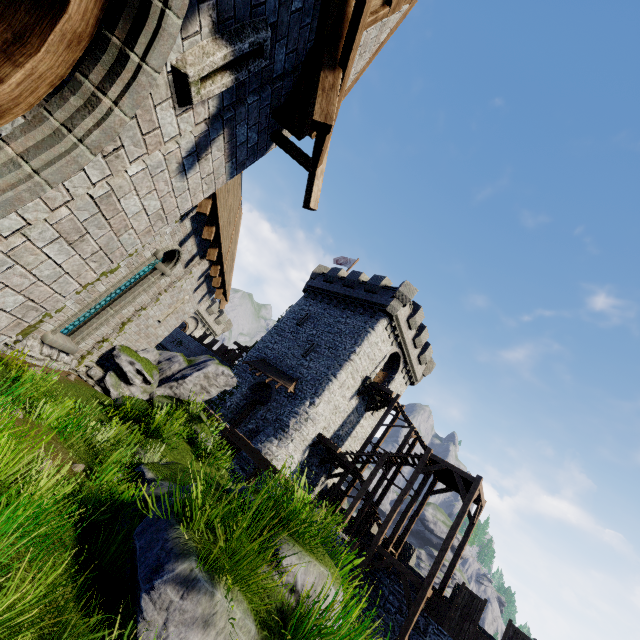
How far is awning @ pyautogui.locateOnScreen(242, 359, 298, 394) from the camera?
23.62m

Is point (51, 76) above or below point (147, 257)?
below

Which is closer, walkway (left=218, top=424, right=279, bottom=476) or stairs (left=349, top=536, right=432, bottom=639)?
stairs (left=349, top=536, right=432, bottom=639)

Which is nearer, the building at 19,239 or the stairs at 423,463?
the building at 19,239

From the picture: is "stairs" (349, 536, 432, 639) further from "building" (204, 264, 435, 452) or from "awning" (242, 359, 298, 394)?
"awning" (242, 359, 298, 394)

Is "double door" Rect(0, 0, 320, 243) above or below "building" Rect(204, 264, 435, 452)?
below

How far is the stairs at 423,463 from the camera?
17.8m

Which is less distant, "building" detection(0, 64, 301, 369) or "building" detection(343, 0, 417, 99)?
"building" detection(0, 64, 301, 369)
